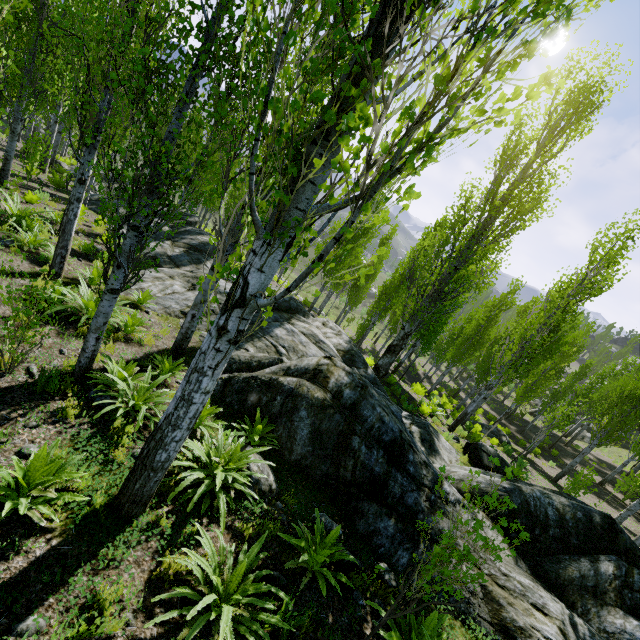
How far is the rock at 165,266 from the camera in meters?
10.5

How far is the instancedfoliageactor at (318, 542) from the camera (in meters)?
4.16

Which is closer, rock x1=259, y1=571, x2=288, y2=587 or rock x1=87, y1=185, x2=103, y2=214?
rock x1=259, y1=571, x2=288, y2=587

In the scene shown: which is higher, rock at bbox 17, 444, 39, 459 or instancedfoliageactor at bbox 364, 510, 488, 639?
instancedfoliageactor at bbox 364, 510, 488, 639

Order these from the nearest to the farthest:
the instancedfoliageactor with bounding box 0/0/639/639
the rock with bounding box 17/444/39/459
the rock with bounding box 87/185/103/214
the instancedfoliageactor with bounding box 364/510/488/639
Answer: the instancedfoliageactor with bounding box 0/0/639/639 < the instancedfoliageactor with bounding box 364/510/488/639 < the rock with bounding box 17/444/39/459 < the rock with bounding box 87/185/103/214

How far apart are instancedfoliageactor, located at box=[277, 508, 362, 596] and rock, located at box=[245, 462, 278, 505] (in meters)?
0.64

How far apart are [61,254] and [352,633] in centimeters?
993cm

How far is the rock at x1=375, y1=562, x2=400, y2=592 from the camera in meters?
4.7
